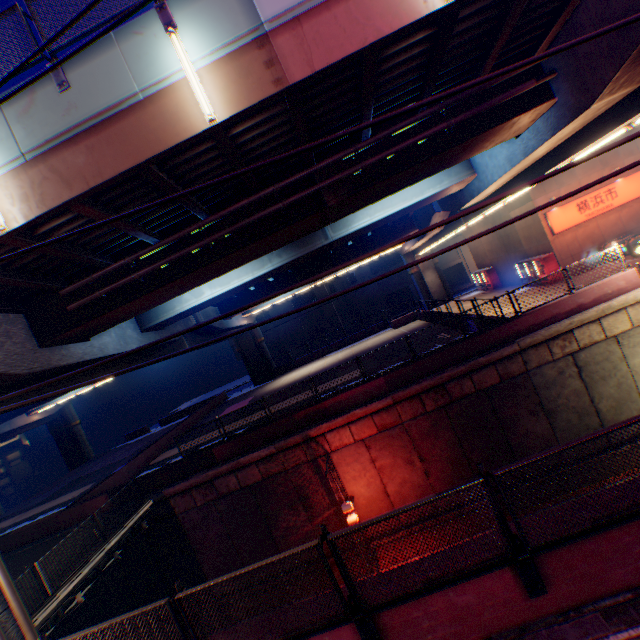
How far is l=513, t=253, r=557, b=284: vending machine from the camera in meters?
22.0

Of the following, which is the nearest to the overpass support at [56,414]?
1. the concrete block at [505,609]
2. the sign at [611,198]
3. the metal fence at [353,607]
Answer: the metal fence at [353,607]

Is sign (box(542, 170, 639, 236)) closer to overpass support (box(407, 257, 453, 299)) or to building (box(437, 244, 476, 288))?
overpass support (box(407, 257, 453, 299))

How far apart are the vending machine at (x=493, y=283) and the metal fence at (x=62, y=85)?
31.8 meters

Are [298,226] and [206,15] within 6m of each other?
yes

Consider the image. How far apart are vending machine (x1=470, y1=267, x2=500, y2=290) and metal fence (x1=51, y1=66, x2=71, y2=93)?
31.76m

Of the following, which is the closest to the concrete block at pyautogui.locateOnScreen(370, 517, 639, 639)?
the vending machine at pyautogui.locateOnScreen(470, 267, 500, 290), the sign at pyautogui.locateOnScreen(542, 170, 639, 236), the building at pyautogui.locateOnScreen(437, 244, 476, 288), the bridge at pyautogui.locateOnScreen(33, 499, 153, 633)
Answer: the bridge at pyautogui.locateOnScreen(33, 499, 153, 633)

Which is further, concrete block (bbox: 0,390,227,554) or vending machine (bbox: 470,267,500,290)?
vending machine (bbox: 470,267,500,290)
